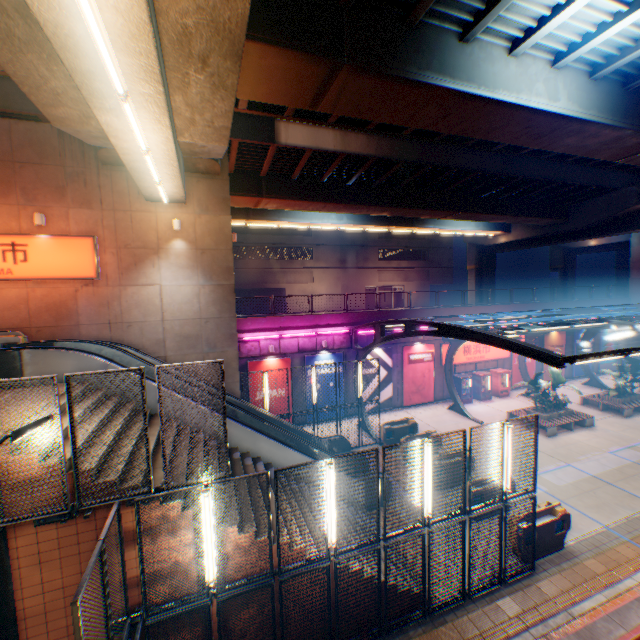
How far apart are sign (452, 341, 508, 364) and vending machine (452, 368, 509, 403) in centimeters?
84cm

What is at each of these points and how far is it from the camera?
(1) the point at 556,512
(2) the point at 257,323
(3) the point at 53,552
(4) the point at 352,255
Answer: (1) ticket machine, 10.28m
(2) concrete block, 19.19m
(3) steps, 5.66m
(4) building, 43.47m

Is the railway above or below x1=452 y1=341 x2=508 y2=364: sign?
below

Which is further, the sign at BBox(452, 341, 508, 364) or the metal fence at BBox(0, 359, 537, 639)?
the sign at BBox(452, 341, 508, 364)

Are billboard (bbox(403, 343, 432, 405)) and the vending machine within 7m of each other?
yes

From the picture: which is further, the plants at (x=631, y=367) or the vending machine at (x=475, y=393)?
the vending machine at (x=475, y=393)

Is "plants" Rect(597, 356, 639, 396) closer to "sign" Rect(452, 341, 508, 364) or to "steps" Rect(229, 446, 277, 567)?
"sign" Rect(452, 341, 508, 364)

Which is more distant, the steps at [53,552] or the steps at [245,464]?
the steps at [245,464]
